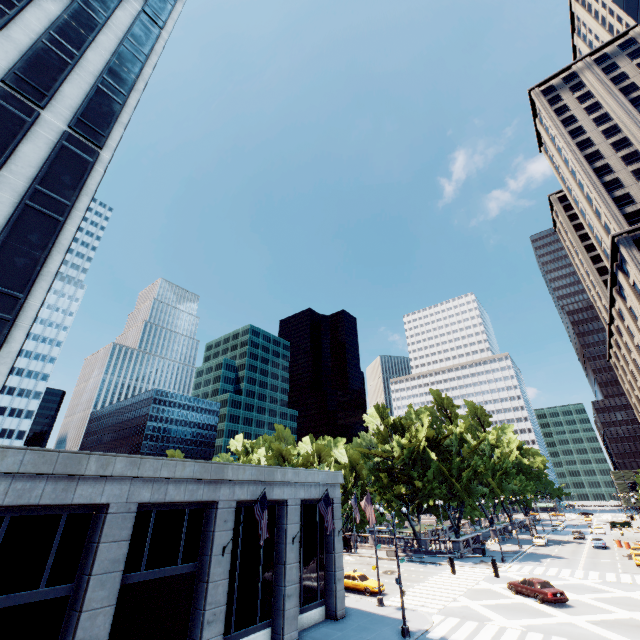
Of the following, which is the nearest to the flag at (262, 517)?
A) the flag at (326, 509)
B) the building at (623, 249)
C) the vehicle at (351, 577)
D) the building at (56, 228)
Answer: the building at (56, 228)

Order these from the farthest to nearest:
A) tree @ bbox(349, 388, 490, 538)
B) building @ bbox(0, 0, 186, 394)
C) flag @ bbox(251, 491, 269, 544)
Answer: tree @ bbox(349, 388, 490, 538) → flag @ bbox(251, 491, 269, 544) → building @ bbox(0, 0, 186, 394)

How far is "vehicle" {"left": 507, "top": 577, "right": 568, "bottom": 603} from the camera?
25.84m

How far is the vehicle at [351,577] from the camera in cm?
2942

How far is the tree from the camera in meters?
49.0 m

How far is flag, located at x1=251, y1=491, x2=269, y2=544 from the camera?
16.9 meters

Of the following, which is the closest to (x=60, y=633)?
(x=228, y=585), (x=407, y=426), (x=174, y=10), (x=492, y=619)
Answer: (x=228, y=585)

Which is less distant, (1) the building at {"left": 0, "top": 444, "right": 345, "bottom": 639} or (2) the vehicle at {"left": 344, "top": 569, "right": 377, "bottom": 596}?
(1) the building at {"left": 0, "top": 444, "right": 345, "bottom": 639}
